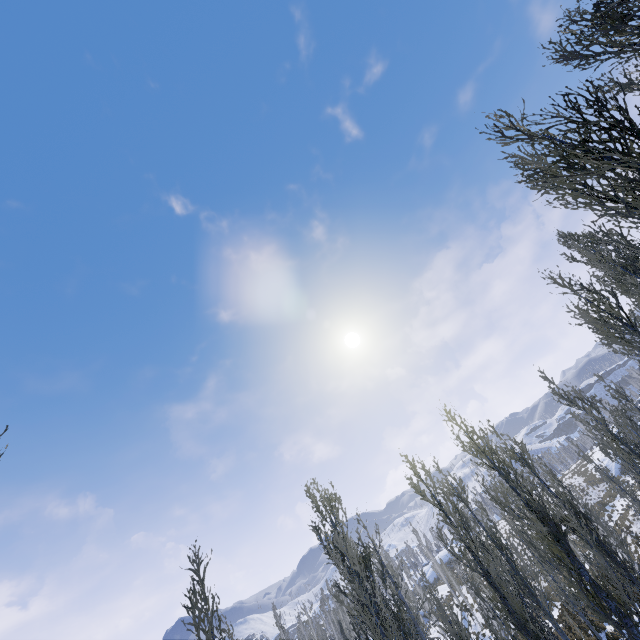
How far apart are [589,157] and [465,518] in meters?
10.9

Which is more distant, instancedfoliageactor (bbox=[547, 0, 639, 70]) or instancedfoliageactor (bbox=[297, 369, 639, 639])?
instancedfoliageactor (bbox=[297, 369, 639, 639])

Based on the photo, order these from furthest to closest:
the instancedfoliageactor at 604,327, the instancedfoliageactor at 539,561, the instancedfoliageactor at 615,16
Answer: the instancedfoliageactor at 539,561 < the instancedfoliageactor at 615,16 < the instancedfoliageactor at 604,327

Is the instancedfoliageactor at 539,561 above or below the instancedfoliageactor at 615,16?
below

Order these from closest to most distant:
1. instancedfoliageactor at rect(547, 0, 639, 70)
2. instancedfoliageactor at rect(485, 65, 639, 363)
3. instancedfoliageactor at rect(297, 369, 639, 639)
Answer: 1. instancedfoliageactor at rect(485, 65, 639, 363)
2. instancedfoliageactor at rect(547, 0, 639, 70)
3. instancedfoliageactor at rect(297, 369, 639, 639)

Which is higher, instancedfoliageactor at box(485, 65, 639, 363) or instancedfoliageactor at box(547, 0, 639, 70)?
instancedfoliageactor at box(547, 0, 639, 70)
